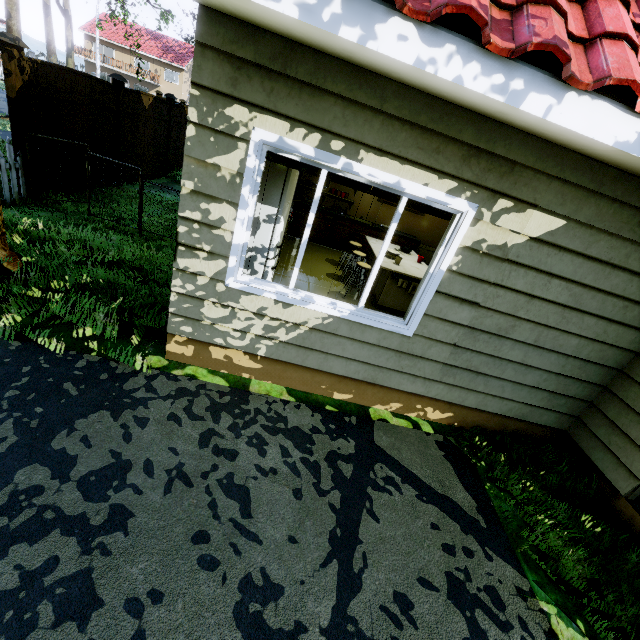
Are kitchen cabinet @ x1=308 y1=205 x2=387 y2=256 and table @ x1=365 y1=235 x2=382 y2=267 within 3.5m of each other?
yes

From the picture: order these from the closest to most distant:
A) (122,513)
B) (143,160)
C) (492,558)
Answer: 1. (122,513)
2. (492,558)
3. (143,160)

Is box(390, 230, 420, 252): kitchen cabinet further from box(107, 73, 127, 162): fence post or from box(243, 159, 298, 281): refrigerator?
box(107, 73, 127, 162): fence post

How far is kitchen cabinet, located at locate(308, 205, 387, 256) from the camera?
8.0m

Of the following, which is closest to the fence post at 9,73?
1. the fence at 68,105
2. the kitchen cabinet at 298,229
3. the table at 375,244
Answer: the fence at 68,105

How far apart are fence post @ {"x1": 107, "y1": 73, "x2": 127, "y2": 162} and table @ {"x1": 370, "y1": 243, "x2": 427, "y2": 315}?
7.0 meters

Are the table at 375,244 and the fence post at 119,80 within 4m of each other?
no

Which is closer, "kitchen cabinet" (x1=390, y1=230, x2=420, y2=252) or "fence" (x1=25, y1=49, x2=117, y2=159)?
"fence" (x1=25, y1=49, x2=117, y2=159)
